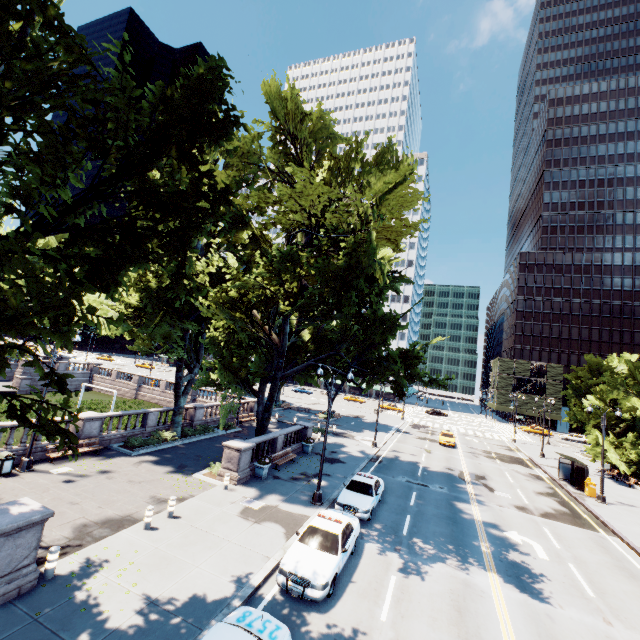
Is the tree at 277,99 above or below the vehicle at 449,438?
above

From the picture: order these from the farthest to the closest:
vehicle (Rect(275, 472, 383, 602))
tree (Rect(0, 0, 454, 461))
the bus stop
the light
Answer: the bus stop < the light < vehicle (Rect(275, 472, 383, 602)) < tree (Rect(0, 0, 454, 461))

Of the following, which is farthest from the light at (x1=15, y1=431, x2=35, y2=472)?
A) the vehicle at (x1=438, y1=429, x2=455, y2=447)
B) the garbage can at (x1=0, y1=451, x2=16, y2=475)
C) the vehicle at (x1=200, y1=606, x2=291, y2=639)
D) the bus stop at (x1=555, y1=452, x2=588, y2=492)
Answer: the vehicle at (x1=438, y1=429, x2=455, y2=447)

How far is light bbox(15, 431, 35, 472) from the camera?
16.5 meters

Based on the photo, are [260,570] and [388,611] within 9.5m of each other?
yes

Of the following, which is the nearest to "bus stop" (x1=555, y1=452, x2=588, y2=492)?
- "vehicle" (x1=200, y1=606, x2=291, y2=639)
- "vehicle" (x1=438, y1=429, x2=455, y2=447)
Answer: "vehicle" (x1=438, y1=429, x2=455, y2=447)

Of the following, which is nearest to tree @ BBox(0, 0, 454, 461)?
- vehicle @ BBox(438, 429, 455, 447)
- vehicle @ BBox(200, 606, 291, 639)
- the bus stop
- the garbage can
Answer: vehicle @ BBox(200, 606, 291, 639)

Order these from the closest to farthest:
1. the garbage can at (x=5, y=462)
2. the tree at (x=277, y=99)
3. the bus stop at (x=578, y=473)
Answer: the tree at (x=277, y=99), the garbage can at (x=5, y=462), the bus stop at (x=578, y=473)
